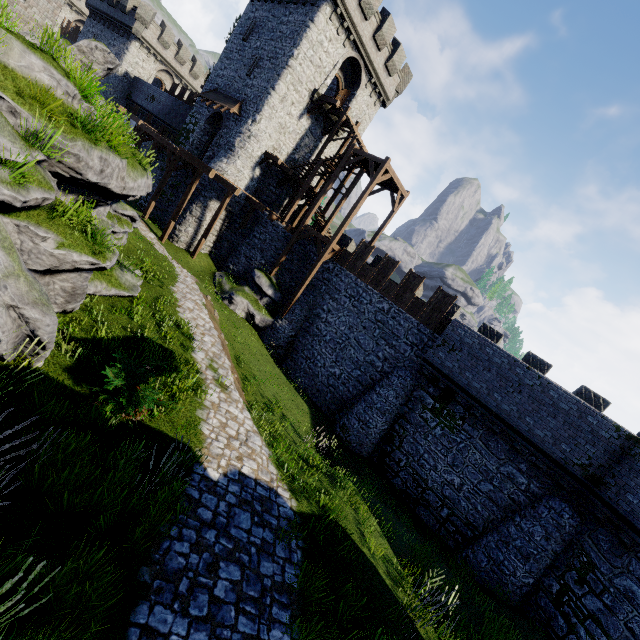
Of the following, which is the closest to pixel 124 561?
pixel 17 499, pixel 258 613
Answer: pixel 17 499

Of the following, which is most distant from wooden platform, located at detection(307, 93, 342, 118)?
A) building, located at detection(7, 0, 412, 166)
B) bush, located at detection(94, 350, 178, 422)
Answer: bush, located at detection(94, 350, 178, 422)

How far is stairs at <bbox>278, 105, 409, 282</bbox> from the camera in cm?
2011

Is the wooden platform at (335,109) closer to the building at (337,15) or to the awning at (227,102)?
the building at (337,15)

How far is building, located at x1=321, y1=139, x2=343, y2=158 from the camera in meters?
28.4 m

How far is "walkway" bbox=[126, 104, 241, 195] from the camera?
20.80m

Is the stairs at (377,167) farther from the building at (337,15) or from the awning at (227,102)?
the awning at (227,102)

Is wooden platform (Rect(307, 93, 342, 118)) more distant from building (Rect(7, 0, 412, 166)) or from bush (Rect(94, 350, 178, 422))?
bush (Rect(94, 350, 178, 422))
